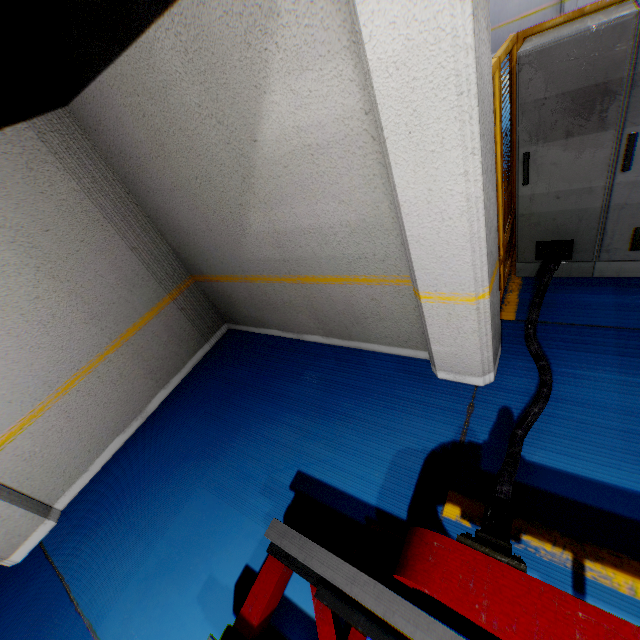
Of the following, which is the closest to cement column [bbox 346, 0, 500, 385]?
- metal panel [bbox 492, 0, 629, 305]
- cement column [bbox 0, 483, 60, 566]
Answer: metal panel [bbox 492, 0, 629, 305]

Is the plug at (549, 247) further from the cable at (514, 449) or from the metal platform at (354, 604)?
the metal platform at (354, 604)

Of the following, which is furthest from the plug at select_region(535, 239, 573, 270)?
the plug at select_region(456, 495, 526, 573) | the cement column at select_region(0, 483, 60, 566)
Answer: the cement column at select_region(0, 483, 60, 566)

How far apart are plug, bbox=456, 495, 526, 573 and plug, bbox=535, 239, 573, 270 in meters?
2.4

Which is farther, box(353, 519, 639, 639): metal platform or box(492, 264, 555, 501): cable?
box(492, 264, 555, 501): cable

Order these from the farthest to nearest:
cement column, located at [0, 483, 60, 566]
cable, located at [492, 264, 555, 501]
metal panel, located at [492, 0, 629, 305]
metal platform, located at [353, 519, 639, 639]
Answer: cement column, located at [0, 483, 60, 566] < metal panel, located at [492, 0, 629, 305] < cable, located at [492, 264, 555, 501] < metal platform, located at [353, 519, 639, 639]

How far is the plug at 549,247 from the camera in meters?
3.2

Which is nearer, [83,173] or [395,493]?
[395,493]
